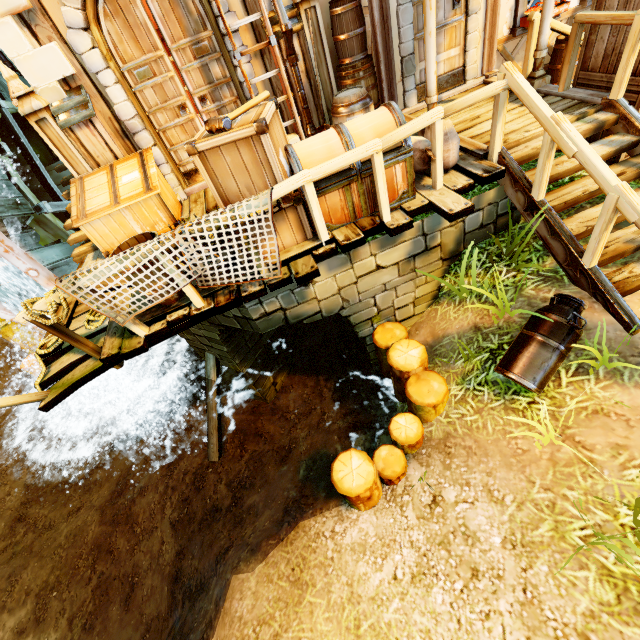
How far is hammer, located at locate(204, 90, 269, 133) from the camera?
2.99m

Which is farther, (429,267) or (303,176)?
(429,267)

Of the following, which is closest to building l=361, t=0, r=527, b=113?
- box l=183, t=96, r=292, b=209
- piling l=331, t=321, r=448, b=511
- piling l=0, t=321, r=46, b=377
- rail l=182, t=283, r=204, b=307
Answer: box l=183, t=96, r=292, b=209

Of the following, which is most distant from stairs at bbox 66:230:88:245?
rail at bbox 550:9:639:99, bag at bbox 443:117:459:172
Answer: rail at bbox 550:9:639:99

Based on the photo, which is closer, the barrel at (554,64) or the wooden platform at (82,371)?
the wooden platform at (82,371)

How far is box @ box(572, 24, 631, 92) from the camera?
3.92m

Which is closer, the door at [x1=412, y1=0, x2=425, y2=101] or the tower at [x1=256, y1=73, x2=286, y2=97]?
the door at [x1=412, y1=0, x2=425, y2=101]

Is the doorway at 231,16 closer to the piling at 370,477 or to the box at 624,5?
the piling at 370,477
